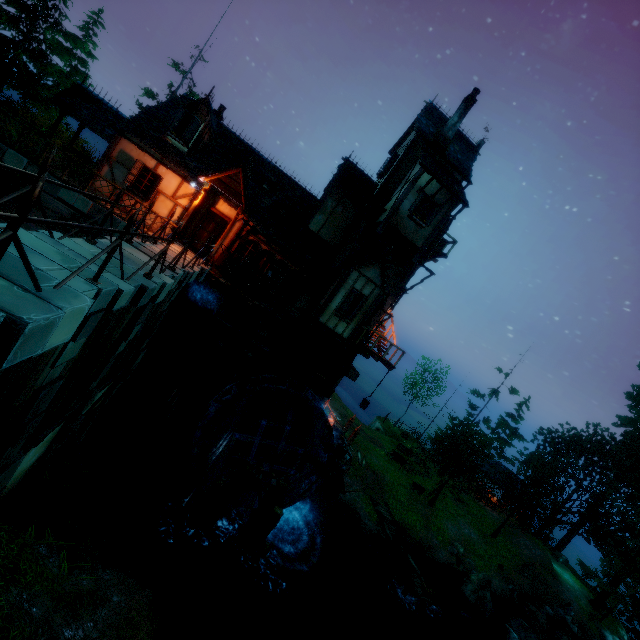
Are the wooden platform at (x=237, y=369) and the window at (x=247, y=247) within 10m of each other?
yes

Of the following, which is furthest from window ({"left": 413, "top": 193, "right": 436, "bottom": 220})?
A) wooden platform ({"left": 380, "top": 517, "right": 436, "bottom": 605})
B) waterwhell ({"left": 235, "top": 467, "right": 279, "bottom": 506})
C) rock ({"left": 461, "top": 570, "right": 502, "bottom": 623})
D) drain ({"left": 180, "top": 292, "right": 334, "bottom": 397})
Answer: rock ({"left": 461, "top": 570, "right": 502, "bottom": 623})

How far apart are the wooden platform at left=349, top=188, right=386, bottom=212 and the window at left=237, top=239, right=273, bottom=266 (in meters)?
4.68

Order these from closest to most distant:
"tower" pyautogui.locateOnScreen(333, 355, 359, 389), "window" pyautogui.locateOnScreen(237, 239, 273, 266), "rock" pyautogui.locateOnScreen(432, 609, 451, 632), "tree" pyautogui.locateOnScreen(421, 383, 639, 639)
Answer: "window" pyautogui.locateOnScreen(237, 239, 273, 266) → "tower" pyautogui.locateOnScreen(333, 355, 359, 389) → "rock" pyautogui.locateOnScreen(432, 609, 451, 632) → "tree" pyautogui.locateOnScreen(421, 383, 639, 639)

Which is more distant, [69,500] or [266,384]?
[266,384]

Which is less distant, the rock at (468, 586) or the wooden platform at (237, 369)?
the wooden platform at (237, 369)

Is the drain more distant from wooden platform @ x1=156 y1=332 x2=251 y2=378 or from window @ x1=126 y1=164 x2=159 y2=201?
window @ x1=126 y1=164 x2=159 y2=201

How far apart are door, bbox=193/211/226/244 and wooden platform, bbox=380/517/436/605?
19.6m
